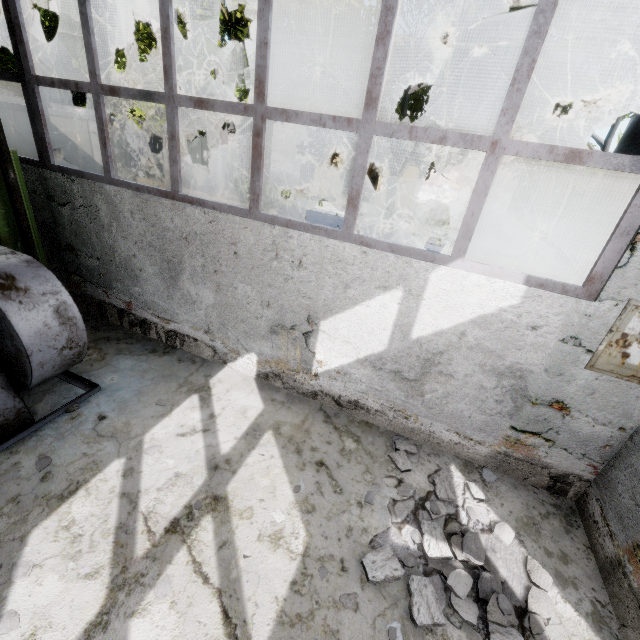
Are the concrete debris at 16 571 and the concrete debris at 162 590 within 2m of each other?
yes

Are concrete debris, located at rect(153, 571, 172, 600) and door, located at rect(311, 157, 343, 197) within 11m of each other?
no

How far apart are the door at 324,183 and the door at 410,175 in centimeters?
269cm

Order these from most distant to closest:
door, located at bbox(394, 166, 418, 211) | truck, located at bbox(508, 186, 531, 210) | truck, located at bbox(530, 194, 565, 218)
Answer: truck, located at bbox(508, 186, 531, 210), truck, located at bbox(530, 194, 565, 218), door, located at bbox(394, 166, 418, 211)

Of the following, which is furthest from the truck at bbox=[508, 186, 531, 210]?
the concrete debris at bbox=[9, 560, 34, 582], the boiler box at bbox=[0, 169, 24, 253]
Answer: the concrete debris at bbox=[9, 560, 34, 582]

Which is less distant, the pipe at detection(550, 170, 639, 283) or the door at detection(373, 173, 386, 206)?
the pipe at detection(550, 170, 639, 283)

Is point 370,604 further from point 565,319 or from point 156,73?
point 156,73

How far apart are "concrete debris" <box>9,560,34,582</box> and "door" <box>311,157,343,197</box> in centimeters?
2464cm
